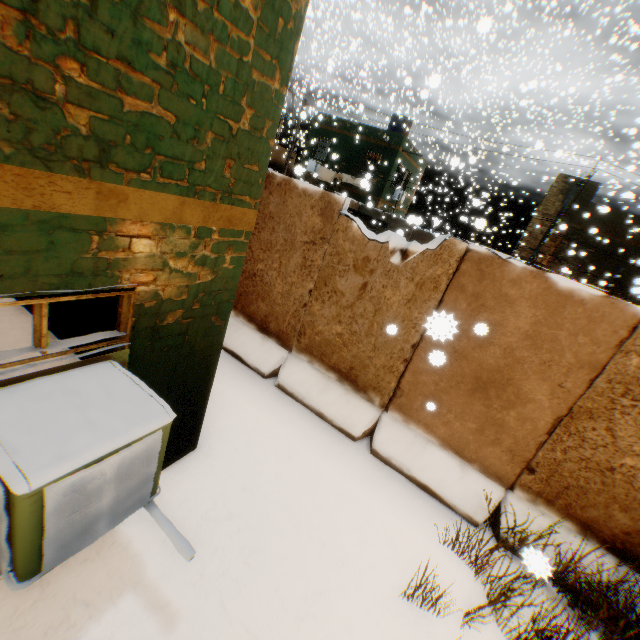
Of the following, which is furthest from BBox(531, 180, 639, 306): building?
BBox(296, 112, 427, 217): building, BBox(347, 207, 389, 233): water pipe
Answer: BBox(347, 207, 389, 233): water pipe

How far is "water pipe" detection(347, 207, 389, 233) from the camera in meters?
13.7 m

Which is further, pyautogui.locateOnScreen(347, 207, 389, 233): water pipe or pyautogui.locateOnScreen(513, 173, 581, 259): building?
pyautogui.locateOnScreen(513, 173, 581, 259): building

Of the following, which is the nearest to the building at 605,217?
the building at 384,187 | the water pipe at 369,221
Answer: the building at 384,187

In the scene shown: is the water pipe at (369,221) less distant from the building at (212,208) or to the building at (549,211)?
the building at (549,211)

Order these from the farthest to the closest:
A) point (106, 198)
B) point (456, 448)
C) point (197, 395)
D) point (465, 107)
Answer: point (465, 107) < point (456, 448) < point (197, 395) < point (106, 198)

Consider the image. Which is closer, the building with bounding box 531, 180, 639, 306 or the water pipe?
the water pipe
